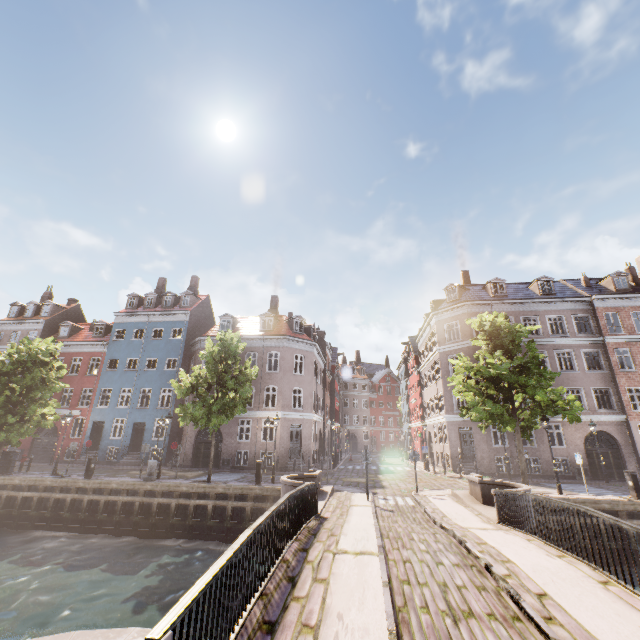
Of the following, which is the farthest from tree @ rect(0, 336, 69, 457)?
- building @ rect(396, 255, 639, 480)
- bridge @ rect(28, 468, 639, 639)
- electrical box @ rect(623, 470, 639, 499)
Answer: building @ rect(396, 255, 639, 480)

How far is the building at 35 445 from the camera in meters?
28.8 m

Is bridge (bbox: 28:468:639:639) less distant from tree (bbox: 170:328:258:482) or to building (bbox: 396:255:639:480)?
tree (bbox: 170:328:258:482)

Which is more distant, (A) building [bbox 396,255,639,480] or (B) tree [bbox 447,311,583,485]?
(A) building [bbox 396,255,639,480]

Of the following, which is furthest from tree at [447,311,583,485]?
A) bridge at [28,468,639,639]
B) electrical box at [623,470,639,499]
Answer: electrical box at [623,470,639,499]

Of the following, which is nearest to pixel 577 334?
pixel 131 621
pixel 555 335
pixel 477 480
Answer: pixel 555 335

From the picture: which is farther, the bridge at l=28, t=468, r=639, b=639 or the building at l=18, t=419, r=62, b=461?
the building at l=18, t=419, r=62, b=461

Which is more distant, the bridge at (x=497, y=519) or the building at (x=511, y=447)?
the building at (x=511, y=447)
